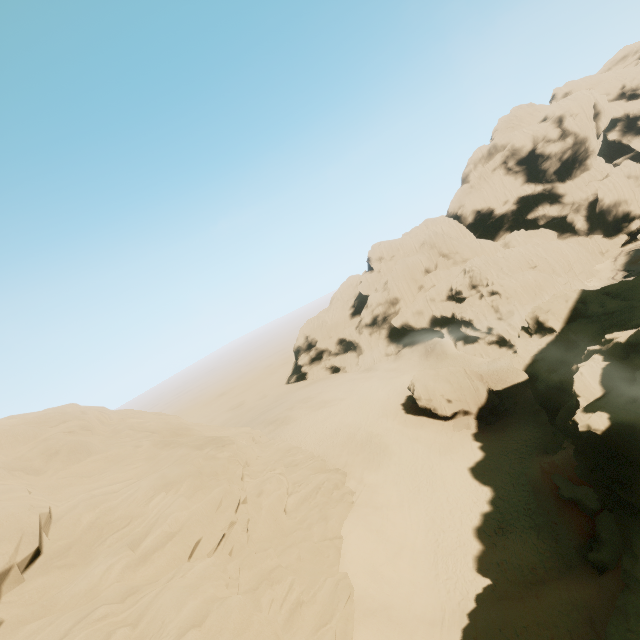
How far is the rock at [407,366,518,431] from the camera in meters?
37.1 m

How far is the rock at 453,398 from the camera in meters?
37.1 m

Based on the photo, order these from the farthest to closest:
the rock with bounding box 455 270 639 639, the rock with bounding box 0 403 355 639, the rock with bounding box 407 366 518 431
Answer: the rock with bounding box 407 366 518 431
the rock with bounding box 455 270 639 639
the rock with bounding box 0 403 355 639

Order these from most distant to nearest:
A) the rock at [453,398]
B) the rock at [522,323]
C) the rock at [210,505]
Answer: the rock at [453,398]
the rock at [522,323]
the rock at [210,505]

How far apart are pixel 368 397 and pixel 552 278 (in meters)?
36.22

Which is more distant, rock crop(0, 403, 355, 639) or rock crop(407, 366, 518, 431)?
rock crop(407, 366, 518, 431)

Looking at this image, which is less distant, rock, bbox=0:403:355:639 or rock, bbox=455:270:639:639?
rock, bbox=0:403:355:639

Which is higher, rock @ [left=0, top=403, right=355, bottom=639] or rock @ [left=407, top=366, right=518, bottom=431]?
rock @ [left=0, top=403, right=355, bottom=639]
